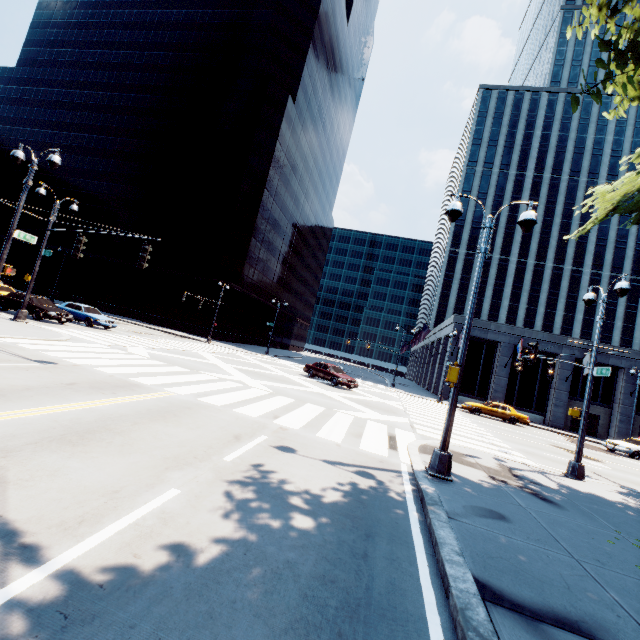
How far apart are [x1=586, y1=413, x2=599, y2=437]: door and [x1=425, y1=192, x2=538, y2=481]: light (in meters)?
35.70

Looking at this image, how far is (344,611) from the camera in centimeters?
318cm

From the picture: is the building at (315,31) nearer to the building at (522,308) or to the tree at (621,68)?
the building at (522,308)

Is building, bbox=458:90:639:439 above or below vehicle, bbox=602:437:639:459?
above

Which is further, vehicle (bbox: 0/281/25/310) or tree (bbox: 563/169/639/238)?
vehicle (bbox: 0/281/25/310)

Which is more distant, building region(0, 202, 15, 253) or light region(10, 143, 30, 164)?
building region(0, 202, 15, 253)

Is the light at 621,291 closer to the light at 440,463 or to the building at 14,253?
the light at 440,463

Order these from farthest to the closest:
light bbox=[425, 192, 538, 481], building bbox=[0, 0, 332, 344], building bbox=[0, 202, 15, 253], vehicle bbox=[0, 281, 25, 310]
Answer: building bbox=[0, 202, 15, 253]
building bbox=[0, 0, 332, 344]
vehicle bbox=[0, 281, 25, 310]
light bbox=[425, 192, 538, 481]
